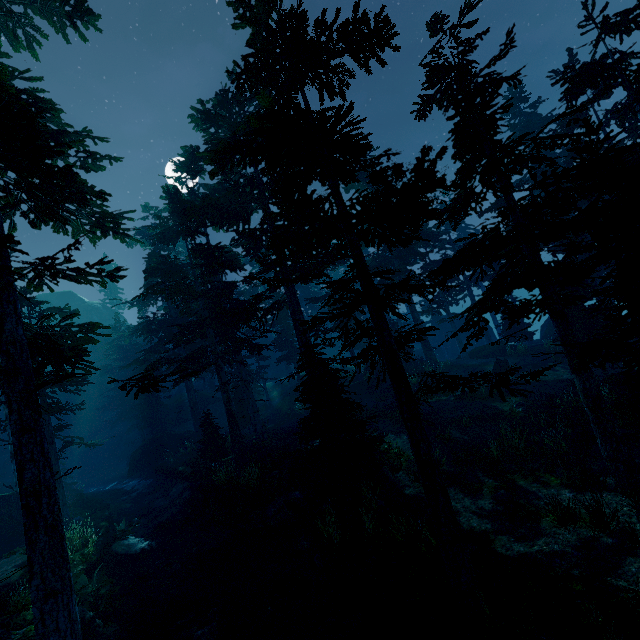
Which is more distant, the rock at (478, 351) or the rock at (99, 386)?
the rock at (99, 386)

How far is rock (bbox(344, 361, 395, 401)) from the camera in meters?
26.9 m

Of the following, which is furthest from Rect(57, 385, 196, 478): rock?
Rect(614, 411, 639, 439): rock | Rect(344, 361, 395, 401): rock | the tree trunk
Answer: Rect(614, 411, 639, 439): rock

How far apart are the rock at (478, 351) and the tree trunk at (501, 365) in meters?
3.8 m

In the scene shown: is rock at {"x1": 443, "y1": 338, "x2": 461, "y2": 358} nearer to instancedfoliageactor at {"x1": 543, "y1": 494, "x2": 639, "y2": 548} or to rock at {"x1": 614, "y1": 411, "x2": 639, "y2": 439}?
instancedfoliageactor at {"x1": 543, "y1": 494, "x2": 639, "y2": 548}

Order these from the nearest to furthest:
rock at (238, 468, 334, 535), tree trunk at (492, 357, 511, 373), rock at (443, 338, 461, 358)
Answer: rock at (238, 468, 334, 535) → tree trunk at (492, 357, 511, 373) → rock at (443, 338, 461, 358)

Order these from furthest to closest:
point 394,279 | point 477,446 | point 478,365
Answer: point 394,279 → point 478,365 → point 477,446

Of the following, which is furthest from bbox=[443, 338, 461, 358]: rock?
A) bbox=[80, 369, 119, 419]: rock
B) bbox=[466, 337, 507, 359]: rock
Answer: bbox=[80, 369, 119, 419]: rock
